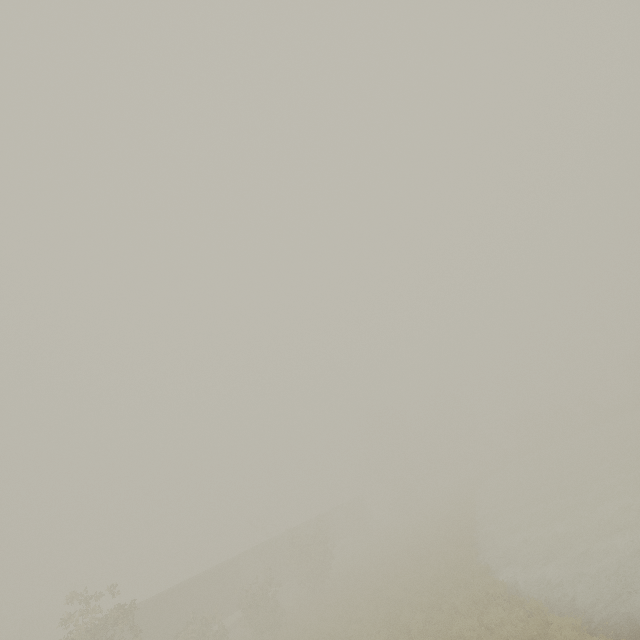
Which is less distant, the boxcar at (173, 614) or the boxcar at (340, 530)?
the boxcar at (173, 614)

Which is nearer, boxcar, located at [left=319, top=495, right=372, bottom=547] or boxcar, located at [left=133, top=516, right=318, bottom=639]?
boxcar, located at [left=133, top=516, right=318, bottom=639]

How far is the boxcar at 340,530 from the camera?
43.11m

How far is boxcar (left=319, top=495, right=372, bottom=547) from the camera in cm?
4311

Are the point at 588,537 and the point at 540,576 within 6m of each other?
yes
